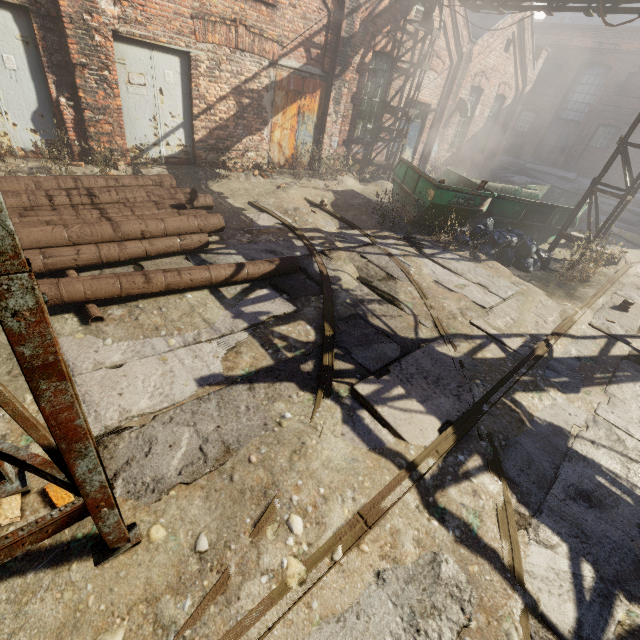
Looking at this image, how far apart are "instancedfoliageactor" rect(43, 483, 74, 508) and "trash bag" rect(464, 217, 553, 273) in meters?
9.1 m

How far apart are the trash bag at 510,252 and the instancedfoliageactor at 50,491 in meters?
9.1 m

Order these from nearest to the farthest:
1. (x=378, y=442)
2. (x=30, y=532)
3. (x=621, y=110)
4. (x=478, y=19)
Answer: (x=30, y=532) → (x=378, y=442) → (x=478, y=19) → (x=621, y=110)

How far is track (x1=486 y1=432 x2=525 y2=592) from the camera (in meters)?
2.50

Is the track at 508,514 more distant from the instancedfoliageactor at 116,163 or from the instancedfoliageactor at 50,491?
the instancedfoliageactor at 116,163

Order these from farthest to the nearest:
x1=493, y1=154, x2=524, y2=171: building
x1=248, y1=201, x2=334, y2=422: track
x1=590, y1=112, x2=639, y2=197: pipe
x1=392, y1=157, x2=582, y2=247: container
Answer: x1=493, y1=154, x2=524, y2=171: building < x1=392, y1=157, x2=582, y2=247: container < x1=590, y1=112, x2=639, y2=197: pipe < x1=248, y1=201, x2=334, y2=422: track

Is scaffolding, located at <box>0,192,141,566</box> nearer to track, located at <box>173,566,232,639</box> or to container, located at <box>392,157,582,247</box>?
track, located at <box>173,566,232,639</box>

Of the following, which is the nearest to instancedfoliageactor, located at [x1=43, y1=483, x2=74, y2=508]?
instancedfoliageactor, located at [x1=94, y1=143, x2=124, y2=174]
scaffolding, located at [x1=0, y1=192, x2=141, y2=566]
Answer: scaffolding, located at [x1=0, y1=192, x2=141, y2=566]
